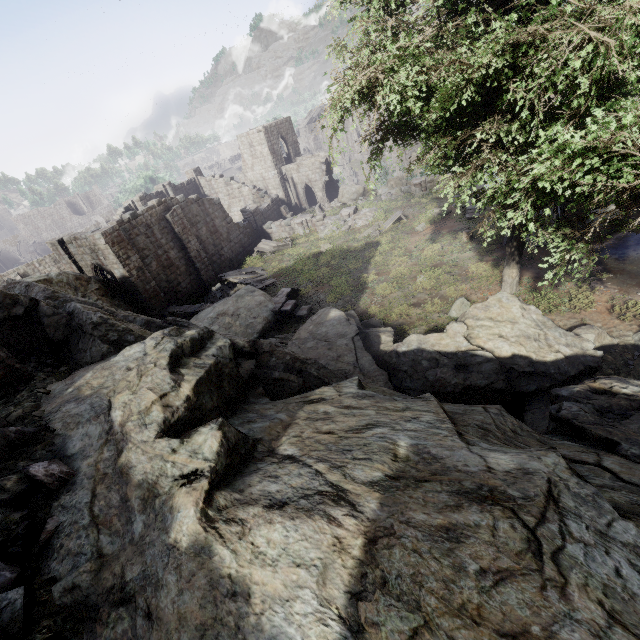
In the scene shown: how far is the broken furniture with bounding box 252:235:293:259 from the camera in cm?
2816

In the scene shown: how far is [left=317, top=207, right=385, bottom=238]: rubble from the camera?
26.3m

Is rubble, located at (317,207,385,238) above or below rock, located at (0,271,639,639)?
below

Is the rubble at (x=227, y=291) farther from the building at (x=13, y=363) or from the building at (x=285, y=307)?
the building at (x=285, y=307)

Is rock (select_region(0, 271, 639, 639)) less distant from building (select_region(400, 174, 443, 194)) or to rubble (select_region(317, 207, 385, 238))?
rubble (select_region(317, 207, 385, 238))

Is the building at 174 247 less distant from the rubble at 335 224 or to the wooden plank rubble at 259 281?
the rubble at 335 224

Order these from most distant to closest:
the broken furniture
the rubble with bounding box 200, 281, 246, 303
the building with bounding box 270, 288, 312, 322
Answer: the broken furniture, the rubble with bounding box 200, 281, 246, 303, the building with bounding box 270, 288, 312, 322

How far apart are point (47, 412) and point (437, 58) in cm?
1021
